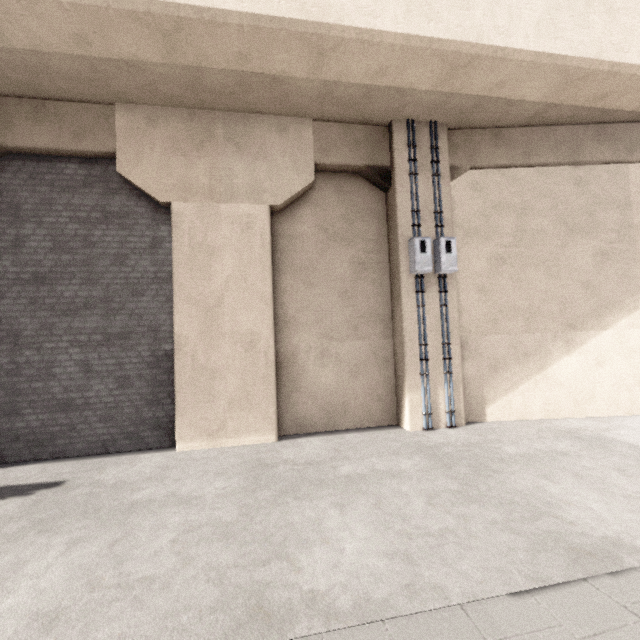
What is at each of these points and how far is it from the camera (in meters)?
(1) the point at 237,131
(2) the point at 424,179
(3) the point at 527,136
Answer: (1) concrete pillar, 6.84
(2) concrete pillar, 7.34
(3) concrete pillar, 7.68

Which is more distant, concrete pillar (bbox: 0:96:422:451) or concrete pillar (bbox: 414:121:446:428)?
concrete pillar (bbox: 414:121:446:428)

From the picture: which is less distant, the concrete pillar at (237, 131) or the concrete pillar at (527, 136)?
the concrete pillar at (237, 131)

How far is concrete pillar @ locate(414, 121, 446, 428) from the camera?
7.10m

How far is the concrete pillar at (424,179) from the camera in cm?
710
